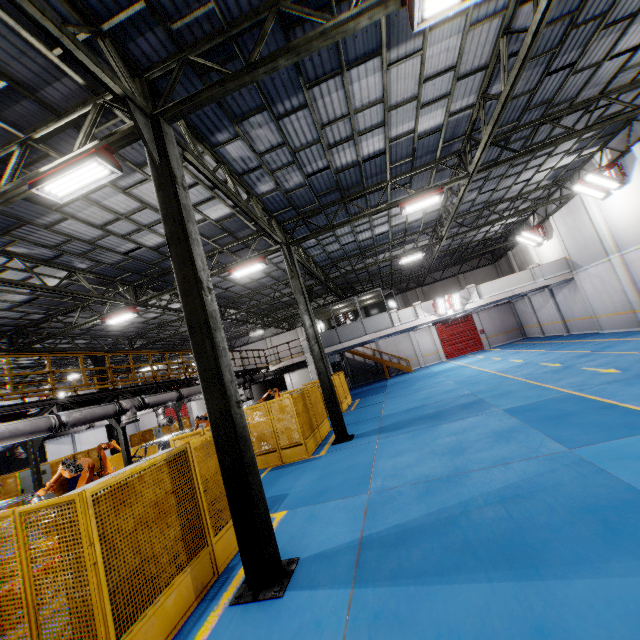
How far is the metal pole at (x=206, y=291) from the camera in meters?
4.7 m

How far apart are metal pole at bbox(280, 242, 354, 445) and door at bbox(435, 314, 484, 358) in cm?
2343

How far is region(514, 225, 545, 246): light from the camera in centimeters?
2236cm

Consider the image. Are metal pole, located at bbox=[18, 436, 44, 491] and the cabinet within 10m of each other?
yes

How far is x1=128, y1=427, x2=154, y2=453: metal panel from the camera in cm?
2047

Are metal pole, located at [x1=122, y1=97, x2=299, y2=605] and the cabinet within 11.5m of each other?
no

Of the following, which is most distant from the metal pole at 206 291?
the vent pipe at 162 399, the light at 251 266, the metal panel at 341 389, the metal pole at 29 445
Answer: the metal pole at 29 445

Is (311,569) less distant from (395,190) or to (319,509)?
(319,509)
